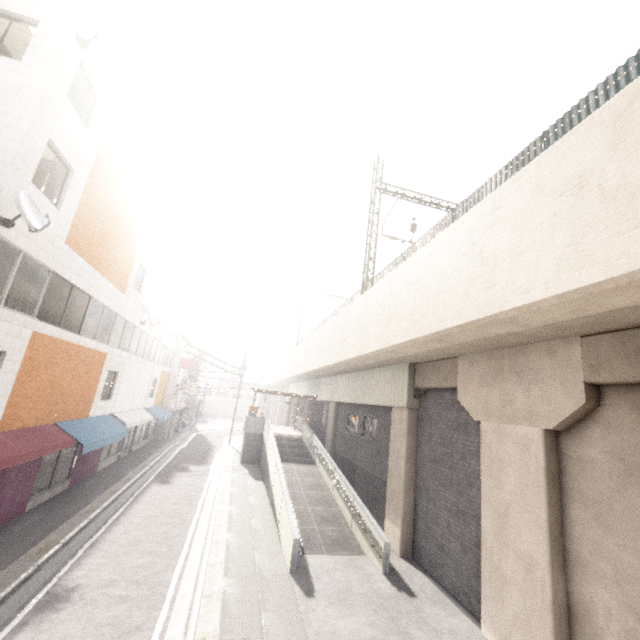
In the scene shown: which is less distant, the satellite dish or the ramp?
the satellite dish

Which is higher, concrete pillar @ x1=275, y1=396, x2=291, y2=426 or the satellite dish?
the satellite dish

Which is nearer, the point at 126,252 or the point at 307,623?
the point at 307,623

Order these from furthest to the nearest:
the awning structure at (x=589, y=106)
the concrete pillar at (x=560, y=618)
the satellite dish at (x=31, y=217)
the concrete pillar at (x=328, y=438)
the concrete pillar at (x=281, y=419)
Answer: the concrete pillar at (x=281, y=419) → the concrete pillar at (x=328, y=438) → the awning structure at (x=589, y=106) → the satellite dish at (x=31, y=217) → the concrete pillar at (x=560, y=618)

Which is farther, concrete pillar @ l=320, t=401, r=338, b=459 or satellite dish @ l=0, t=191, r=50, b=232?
concrete pillar @ l=320, t=401, r=338, b=459

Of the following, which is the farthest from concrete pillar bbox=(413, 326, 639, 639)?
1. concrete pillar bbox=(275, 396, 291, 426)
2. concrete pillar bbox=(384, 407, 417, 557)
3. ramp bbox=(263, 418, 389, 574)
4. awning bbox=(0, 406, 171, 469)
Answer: concrete pillar bbox=(275, 396, 291, 426)

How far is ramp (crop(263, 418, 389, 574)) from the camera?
10.6 meters

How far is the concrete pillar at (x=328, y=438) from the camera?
21.6m
